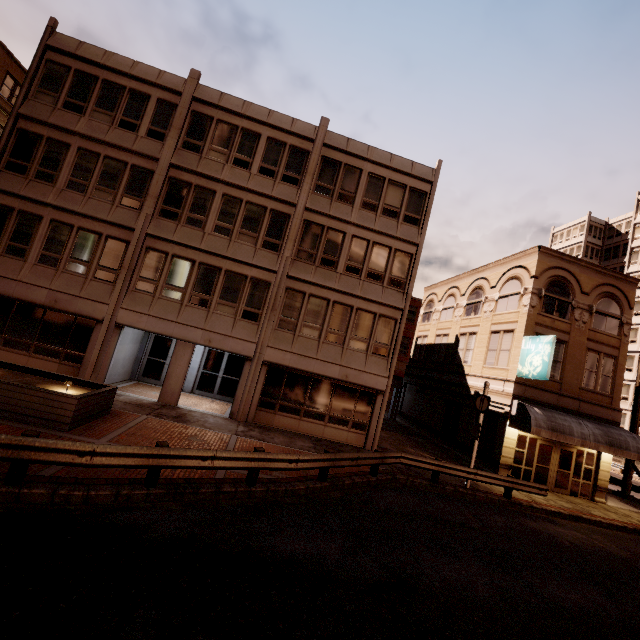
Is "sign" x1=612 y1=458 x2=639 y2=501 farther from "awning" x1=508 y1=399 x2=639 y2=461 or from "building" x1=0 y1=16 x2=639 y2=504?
"building" x1=0 y1=16 x2=639 y2=504

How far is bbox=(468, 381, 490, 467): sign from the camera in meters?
14.4 m

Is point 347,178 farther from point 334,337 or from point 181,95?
point 181,95

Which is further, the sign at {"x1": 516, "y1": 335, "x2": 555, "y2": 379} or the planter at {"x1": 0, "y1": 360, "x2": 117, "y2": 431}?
the sign at {"x1": 516, "y1": 335, "x2": 555, "y2": 379}

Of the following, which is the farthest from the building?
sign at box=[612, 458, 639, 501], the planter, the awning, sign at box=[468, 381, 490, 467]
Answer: sign at box=[612, 458, 639, 501]

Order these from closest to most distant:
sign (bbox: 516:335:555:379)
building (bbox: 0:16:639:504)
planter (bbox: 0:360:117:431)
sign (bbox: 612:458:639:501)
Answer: planter (bbox: 0:360:117:431)
building (bbox: 0:16:639:504)
sign (bbox: 516:335:555:379)
sign (bbox: 612:458:639:501)

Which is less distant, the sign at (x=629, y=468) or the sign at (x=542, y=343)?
the sign at (x=542, y=343)

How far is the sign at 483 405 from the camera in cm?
1440
